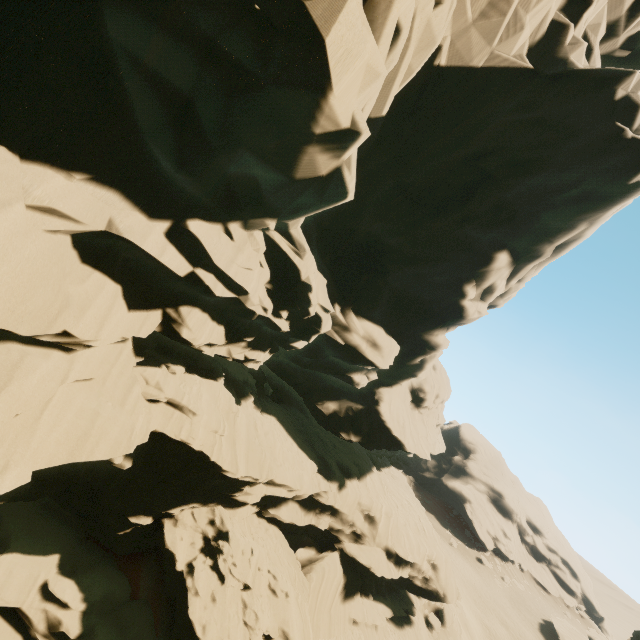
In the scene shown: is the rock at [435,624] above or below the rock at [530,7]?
below

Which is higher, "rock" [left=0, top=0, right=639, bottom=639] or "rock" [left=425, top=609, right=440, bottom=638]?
"rock" [left=0, top=0, right=639, bottom=639]

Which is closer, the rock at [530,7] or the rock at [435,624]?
the rock at [530,7]

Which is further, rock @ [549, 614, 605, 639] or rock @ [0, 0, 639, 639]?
rock @ [549, 614, 605, 639]

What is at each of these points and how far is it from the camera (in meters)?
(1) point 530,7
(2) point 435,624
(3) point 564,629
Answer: (1) rock, 13.43
(2) rock, 32.19
(3) rock, 46.41

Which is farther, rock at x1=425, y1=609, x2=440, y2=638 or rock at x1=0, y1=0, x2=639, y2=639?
rock at x1=425, y1=609, x2=440, y2=638

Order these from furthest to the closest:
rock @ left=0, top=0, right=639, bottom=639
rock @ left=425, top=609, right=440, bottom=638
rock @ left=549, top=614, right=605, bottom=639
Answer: rock @ left=549, top=614, right=605, bottom=639 < rock @ left=425, top=609, right=440, bottom=638 < rock @ left=0, top=0, right=639, bottom=639
